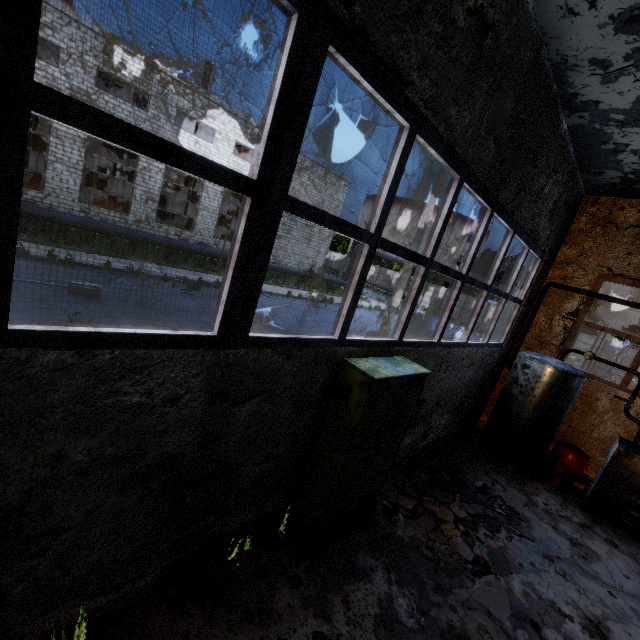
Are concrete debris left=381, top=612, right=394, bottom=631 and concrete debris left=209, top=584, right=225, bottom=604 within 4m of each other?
yes

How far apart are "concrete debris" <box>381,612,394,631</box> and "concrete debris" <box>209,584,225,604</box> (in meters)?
1.77

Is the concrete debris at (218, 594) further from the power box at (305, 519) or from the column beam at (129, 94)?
the column beam at (129, 94)

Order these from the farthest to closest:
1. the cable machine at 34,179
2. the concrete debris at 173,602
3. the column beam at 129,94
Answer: the column beam at 129,94
the cable machine at 34,179
the concrete debris at 173,602

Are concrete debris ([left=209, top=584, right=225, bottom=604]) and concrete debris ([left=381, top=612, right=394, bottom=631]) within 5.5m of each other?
yes

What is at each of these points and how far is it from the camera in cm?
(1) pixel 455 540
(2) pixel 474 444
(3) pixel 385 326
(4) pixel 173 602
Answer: (1) concrete debris, 495
(2) concrete debris, 840
(3) lamp post, 1469
(4) concrete debris, 305

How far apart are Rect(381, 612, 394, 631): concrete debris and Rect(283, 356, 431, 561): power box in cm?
92

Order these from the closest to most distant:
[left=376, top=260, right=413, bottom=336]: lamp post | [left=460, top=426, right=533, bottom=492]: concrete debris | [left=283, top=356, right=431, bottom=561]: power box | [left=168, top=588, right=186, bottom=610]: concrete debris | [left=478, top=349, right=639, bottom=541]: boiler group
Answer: [left=168, top=588, right=186, bottom=610]: concrete debris < [left=283, top=356, right=431, bottom=561]: power box < [left=478, top=349, right=639, bottom=541]: boiler group < [left=460, top=426, right=533, bottom=492]: concrete debris < [left=376, top=260, right=413, bottom=336]: lamp post
